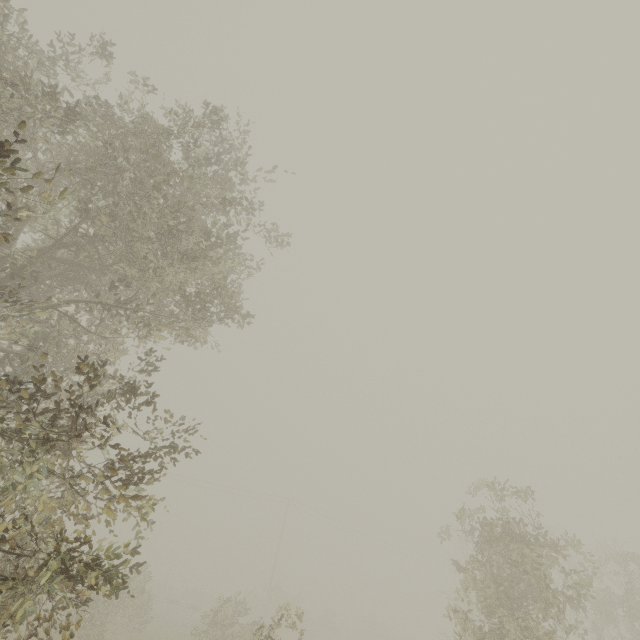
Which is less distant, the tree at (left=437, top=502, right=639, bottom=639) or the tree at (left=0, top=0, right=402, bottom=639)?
the tree at (left=0, top=0, right=402, bottom=639)

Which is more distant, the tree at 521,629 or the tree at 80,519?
the tree at 521,629

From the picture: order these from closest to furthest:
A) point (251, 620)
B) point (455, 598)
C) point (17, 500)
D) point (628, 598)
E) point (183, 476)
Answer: point (17, 500) < point (455, 598) < point (628, 598) < point (251, 620) < point (183, 476)
